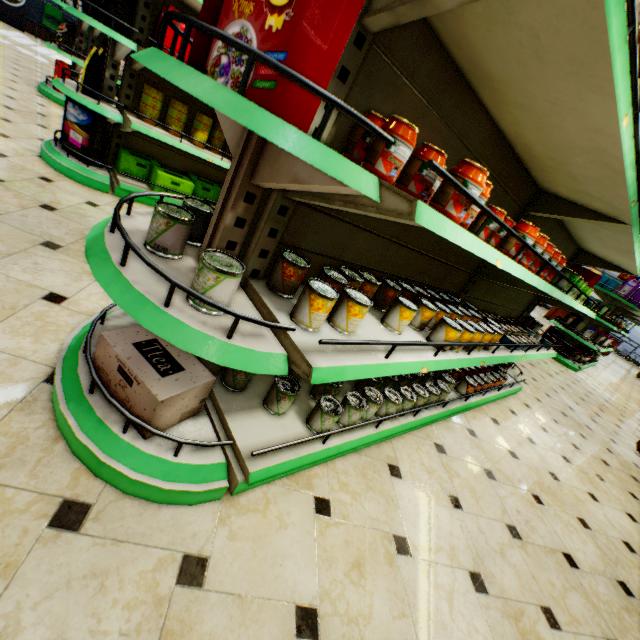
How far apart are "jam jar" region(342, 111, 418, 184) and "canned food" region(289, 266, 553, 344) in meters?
0.8

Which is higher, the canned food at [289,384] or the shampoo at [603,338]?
the shampoo at [603,338]

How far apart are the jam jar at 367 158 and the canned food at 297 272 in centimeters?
49cm

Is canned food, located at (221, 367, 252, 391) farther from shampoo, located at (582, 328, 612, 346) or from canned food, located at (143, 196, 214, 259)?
shampoo, located at (582, 328, 612, 346)

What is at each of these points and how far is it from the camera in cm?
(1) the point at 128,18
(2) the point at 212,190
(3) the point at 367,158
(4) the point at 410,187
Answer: (1) packaged coffee, 281
(2) boxed tea, 409
(3) jam jar, 106
(4) jam jar, 116

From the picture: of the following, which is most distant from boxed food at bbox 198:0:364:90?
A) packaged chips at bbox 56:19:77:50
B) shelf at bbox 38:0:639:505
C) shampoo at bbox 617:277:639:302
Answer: shampoo at bbox 617:277:639:302

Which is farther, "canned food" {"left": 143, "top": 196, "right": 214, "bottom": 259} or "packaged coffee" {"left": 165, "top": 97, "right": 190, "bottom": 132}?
"packaged coffee" {"left": 165, "top": 97, "right": 190, "bottom": 132}

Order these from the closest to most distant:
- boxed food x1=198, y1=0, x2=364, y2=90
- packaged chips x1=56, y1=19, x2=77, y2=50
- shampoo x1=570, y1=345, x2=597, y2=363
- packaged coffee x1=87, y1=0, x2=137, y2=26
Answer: boxed food x1=198, y1=0, x2=364, y2=90
packaged coffee x1=87, y1=0, x2=137, y2=26
packaged chips x1=56, y1=19, x2=77, y2=50
shampoo x1=570, y1=345, x2=597, y2=363
